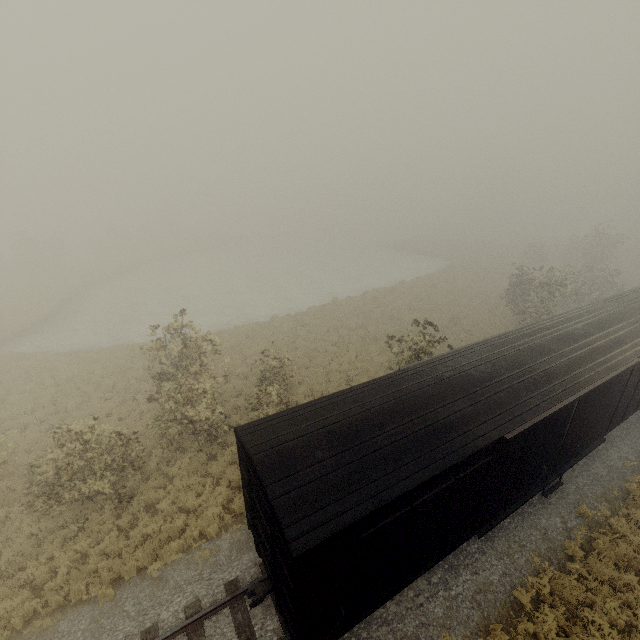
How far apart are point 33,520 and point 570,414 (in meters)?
18.05
